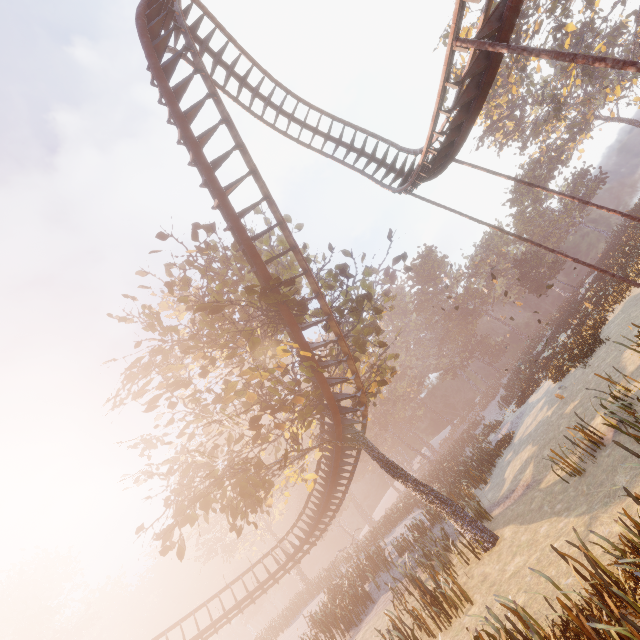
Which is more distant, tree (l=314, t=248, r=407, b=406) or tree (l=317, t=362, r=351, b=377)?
tree (l=317, t=362, r=351, b=377)

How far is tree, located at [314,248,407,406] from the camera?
12.9 meters

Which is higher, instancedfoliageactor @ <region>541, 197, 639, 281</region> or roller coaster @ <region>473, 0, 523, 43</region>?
roller coaster @ <region>473, 0, 523, 43</region>

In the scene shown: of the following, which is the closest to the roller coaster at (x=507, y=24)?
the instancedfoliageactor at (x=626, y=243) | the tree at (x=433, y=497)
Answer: the tree at (x=433, y=497)

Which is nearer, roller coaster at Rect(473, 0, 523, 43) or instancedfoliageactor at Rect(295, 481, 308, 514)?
roller coaster at Rect(473, 0, 523, 43)

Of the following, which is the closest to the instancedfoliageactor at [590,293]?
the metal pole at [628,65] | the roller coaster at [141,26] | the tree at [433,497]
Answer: the tree at [433,497]

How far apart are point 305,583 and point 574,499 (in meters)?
39.82

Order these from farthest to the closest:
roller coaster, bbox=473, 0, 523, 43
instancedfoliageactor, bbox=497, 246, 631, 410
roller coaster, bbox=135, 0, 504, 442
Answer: instancedfoliageactor, bbox=497, 246, 631, 410
roller coaster, bbox=135, 0, 504, 442
roller coaster, bbox=473, 0, 523, 43
